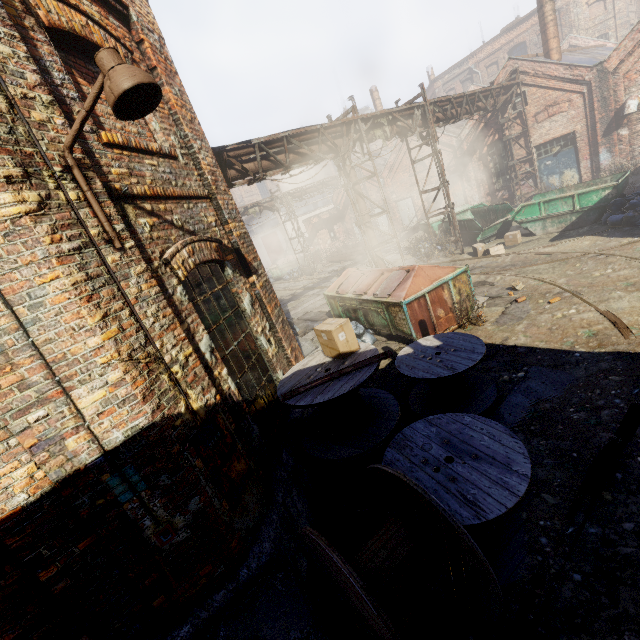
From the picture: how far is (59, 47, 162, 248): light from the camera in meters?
2.3

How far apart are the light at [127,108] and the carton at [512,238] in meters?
14.0 m

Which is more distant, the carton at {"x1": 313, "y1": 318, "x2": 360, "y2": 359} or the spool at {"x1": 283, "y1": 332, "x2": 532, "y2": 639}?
the carton at {"x1": 313, "y1": 318, "x2": 360, "y2": 359}

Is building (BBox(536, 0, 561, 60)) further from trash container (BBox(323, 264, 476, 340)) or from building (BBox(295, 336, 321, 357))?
building (BBox(295, 336, 321, 357))

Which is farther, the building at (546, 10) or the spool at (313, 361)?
the building at (546, 10)

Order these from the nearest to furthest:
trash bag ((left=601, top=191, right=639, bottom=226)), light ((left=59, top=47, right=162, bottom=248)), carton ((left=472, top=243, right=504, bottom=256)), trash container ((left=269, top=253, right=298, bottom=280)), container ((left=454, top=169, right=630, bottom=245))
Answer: light ((left=59, top=47, right=162, bottom=248))
trash bag ((left=601, top=191, right=639, bottom=226))
container ((left=454, top=169, right=630, bottom=245))
carton ((left=472, top=243, right=504, bottom=256))
trash container ((left=269, top=253, right=298, bottom=280))

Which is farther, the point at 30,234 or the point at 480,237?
the point at 480,237

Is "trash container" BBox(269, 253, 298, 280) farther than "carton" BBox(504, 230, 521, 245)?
Yes
